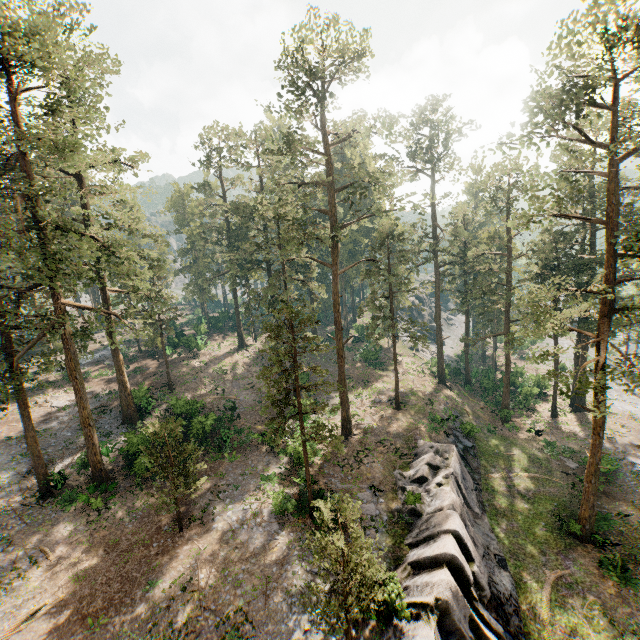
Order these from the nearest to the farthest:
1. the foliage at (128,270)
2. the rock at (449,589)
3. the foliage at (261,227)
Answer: the rock at (449,589)
the foliage at (261,227)
the foliage at (128,270)

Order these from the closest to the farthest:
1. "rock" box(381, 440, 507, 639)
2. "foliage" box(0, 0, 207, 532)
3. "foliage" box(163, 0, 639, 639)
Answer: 1. "rock" box(381, 440, 507, 639)
2. "foliage" box(163, 0, 639, 639)
3. "foliage" box(0, 0, 207, 532)

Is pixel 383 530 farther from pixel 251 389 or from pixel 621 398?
pixel 621 398

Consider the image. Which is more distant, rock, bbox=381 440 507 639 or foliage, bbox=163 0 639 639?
foliage, bbox=163 0 639 639

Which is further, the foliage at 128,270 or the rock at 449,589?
the foliage at 128,270

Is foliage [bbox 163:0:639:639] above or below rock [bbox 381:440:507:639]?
above
